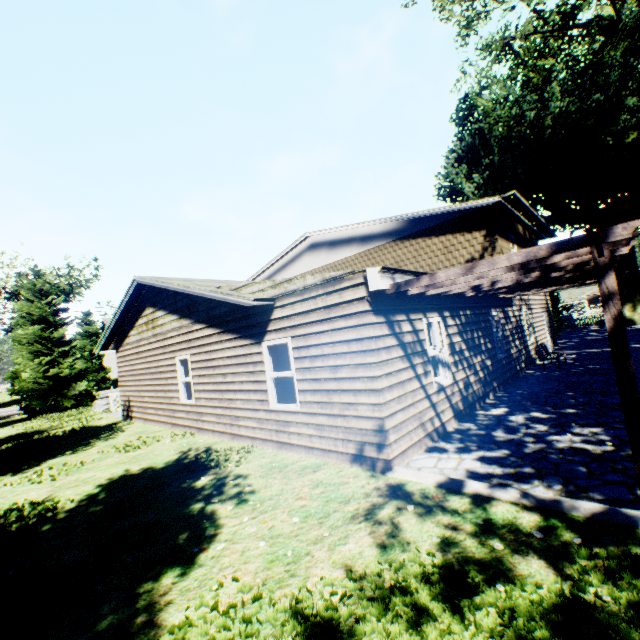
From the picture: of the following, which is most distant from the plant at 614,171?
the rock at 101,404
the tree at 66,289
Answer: the tree at 66,289

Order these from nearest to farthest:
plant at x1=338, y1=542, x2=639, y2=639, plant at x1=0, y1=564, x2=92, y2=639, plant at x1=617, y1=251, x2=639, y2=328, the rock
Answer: plant at x1=338, y1=542, x2=639, y2=639 → plant at x1=0, y1=564, x2=92, y2=639 → the rock → plant at x1=617, y1=251, x2=639, y2=328

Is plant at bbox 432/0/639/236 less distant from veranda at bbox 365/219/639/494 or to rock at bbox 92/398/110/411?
rock at bbox 92/398/110/411

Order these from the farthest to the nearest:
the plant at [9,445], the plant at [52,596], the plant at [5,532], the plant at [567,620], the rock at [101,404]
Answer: the rock at [101,404], the plant at [9,445], the plant at [5,532], the plant at [52,596], the plant at [567,620]

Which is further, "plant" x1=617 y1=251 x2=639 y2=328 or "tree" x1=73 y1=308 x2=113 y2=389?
"tree" x1=73 y1=308 x2=113 y2=389

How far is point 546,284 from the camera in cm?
866

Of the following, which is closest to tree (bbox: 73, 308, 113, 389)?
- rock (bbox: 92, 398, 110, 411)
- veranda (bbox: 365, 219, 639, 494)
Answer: veranda (bbox: 365, 219, 639, 494)
